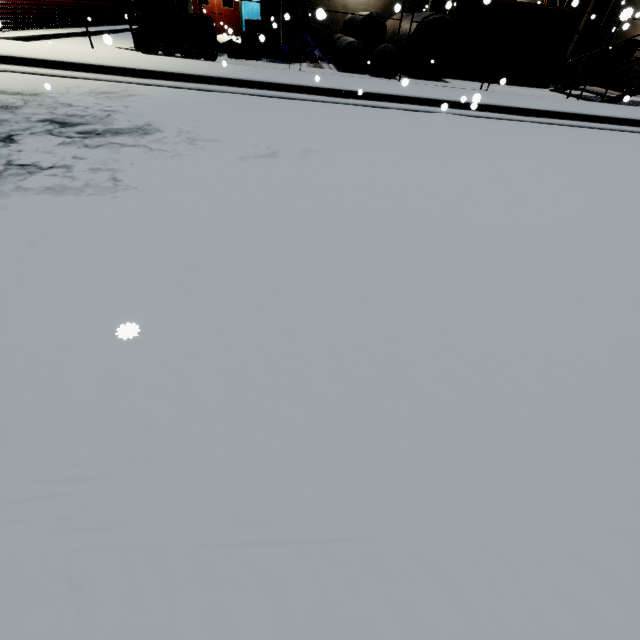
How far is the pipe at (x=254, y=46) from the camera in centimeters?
1202cm

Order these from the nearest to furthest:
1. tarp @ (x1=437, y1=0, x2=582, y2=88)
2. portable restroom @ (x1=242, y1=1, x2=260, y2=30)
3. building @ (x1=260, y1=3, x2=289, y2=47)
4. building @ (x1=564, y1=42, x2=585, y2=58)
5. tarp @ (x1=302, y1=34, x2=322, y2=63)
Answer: tarp @ (x1=437, y1=0, x2=582, y2=88)
tarp @ (x1=302, y1=34, x2=322, y2=63)
building @ (x1=260, y1=3, x2=289, y2=47)
building @ (x1=564, y1=42, x2=585, y2=58)
portable restroom @ (x1=242, y1=1, x2=260, y2=30)

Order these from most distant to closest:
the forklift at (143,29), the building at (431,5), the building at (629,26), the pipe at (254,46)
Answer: the pipe at (254,46) < the building at (431,5) < the forklift at (143,29) < the building at (629,26)

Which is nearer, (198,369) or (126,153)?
(198,369)

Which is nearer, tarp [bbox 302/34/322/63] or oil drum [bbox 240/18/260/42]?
tarp [bbox 302/34/322/63]

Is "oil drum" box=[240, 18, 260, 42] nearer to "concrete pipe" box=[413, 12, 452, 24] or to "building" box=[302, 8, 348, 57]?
"building" box=[302, 8, 348, 57]

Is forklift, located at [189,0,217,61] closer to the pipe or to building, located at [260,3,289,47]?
the pipe

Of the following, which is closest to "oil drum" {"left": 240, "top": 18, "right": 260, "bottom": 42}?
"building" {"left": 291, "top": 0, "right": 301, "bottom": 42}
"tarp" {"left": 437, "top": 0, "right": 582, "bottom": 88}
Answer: "building" {"left": 291, "top": 0, "right": 301, "bottom": 42}
